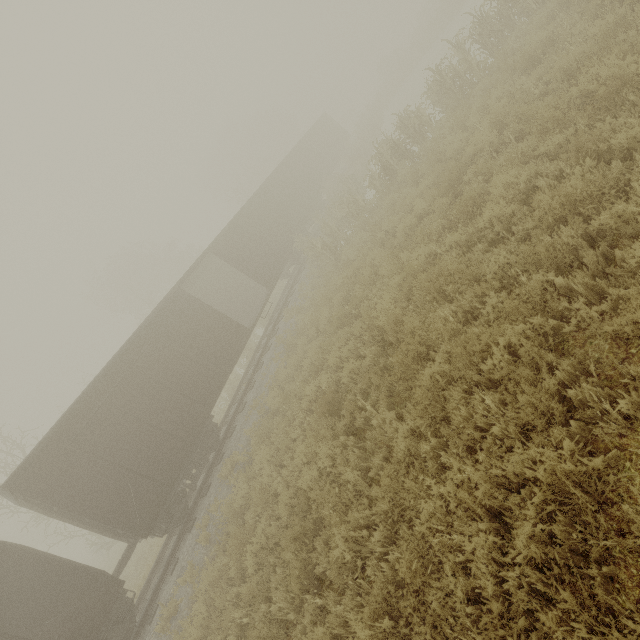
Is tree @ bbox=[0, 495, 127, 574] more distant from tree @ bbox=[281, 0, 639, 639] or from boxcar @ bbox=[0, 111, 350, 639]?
tree @ bbox=[281, 0, 639, 639]

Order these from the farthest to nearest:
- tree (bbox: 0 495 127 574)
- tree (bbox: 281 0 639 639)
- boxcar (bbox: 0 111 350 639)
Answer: tree (bbox: 0 495 127 574) < boxcar (bbox: 0 111 350 639) < tree (bbox: 281 0 639 639)

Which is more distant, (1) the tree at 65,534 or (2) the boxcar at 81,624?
(1) the tree at 65,534

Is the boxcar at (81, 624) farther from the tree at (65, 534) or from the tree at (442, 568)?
the tree at (65, 534)

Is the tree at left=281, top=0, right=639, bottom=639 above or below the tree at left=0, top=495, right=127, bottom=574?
below

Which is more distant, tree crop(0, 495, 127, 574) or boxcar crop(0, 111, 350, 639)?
tree crop(0, 495, 127, 574)

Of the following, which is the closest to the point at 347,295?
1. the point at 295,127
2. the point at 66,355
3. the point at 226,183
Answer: the point at 66,355
